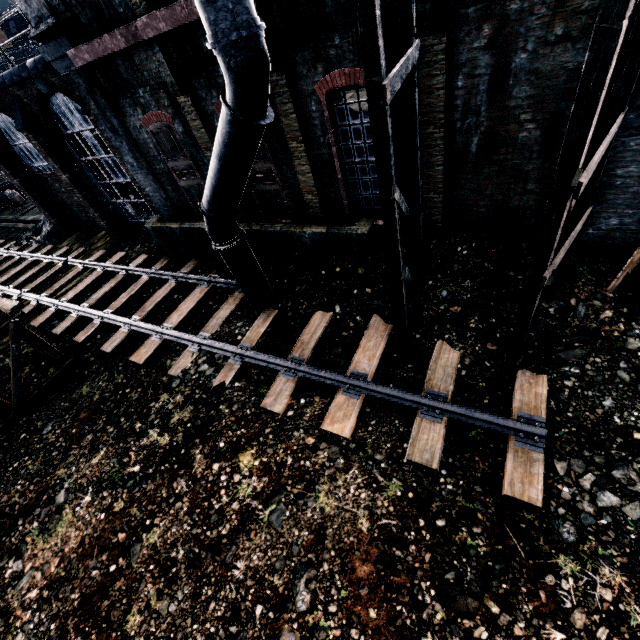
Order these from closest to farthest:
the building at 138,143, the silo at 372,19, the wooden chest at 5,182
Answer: the silo at 372,19
the building at 138,143
the wooden chest at 5,182

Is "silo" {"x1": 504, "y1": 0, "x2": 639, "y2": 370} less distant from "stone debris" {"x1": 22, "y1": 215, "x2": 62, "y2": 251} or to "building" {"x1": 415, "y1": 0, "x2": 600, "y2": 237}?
"building" {"x1": 415, "y1": 0, "x2": 600, "y2": 237}

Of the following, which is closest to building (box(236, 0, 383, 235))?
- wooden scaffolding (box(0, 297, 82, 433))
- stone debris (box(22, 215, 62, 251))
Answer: stone debris (box(22, 215, 62, 251))

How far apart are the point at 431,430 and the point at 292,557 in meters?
3.8

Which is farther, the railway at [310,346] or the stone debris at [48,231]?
the stone debris at [48,231]

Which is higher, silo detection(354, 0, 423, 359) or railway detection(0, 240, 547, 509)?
silo detection(354, 0, 423, 359)

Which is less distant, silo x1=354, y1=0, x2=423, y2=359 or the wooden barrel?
silo x1=354, y1=0, x2=423, y2=359

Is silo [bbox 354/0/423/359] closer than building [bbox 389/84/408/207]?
Yes
